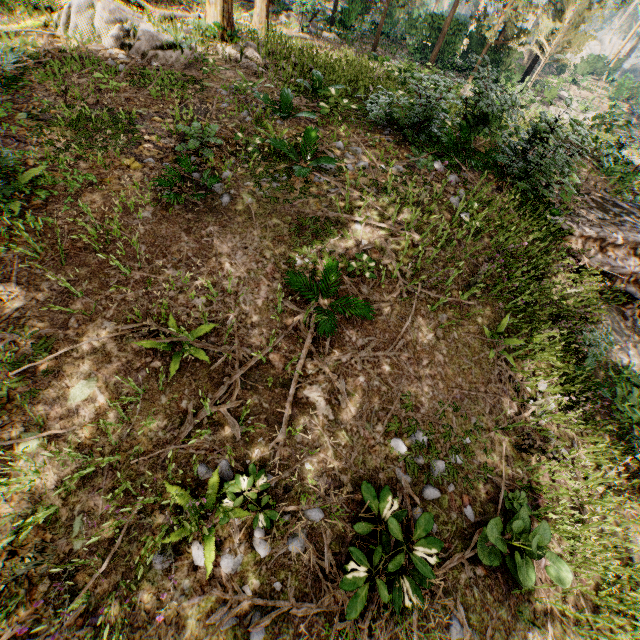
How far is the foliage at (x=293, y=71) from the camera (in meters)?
10.35

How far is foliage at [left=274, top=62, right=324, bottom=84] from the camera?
10.35m

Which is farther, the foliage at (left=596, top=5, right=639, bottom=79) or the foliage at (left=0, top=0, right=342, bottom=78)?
the foliage at (left=596, top=5, right=639, bottom=79)

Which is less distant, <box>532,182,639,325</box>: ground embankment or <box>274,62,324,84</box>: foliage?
<box>532,182,639,325</box>: ground embankment

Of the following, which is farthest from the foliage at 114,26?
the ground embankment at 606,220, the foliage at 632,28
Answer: the foliage at 632,28

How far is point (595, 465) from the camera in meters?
6.4

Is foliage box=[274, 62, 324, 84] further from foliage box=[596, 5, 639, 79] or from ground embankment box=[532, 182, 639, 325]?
foliage box=[596, 5, 639, 79]
